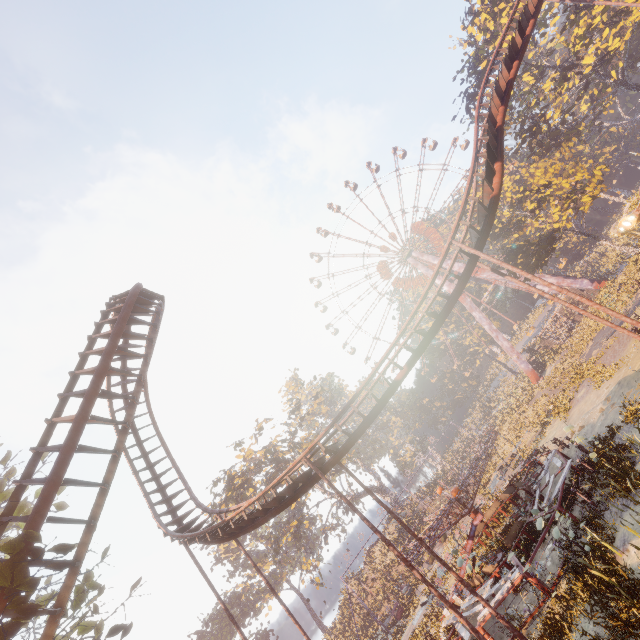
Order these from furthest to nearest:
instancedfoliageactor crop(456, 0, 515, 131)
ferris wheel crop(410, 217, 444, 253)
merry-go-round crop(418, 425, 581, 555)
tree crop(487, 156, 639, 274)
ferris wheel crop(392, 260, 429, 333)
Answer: ferris wheel crop(392, 260, 429, 333) < ferris wheel crop(410, 217, 444, 253) < instancedfoliageactor crop(456, 0, 515, 131) < tree crop(487, 156, 639, 274) < merry-go-round crop(418, 425, 581, 555)

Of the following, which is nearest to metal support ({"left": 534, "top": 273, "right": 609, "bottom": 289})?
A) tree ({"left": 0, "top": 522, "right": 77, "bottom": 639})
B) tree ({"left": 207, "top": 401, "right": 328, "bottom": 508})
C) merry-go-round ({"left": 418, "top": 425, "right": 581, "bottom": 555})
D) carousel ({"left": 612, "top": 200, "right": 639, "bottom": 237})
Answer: tree ({"left": 207, "top": 401, "right": 328, "bottom": 508})

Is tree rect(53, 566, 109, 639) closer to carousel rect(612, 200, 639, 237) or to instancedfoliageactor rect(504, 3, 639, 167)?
instancedfoliageactor rect(504, 3, 639, 167)

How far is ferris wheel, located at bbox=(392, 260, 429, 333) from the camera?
57.3m

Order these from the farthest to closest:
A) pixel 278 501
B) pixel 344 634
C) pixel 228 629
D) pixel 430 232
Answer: pixel 430 232
pixel 228 629
pixel 344 634
pixel 278 501

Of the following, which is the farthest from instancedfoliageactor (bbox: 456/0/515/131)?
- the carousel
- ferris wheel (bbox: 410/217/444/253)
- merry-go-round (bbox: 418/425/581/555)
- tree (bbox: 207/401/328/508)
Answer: tree (bbox: 207/401/328/508)

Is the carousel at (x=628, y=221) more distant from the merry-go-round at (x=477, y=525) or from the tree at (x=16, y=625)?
the tree at (x=16, y=625)

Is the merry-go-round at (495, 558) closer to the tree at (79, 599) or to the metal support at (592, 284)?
the tree at (79, 599)
